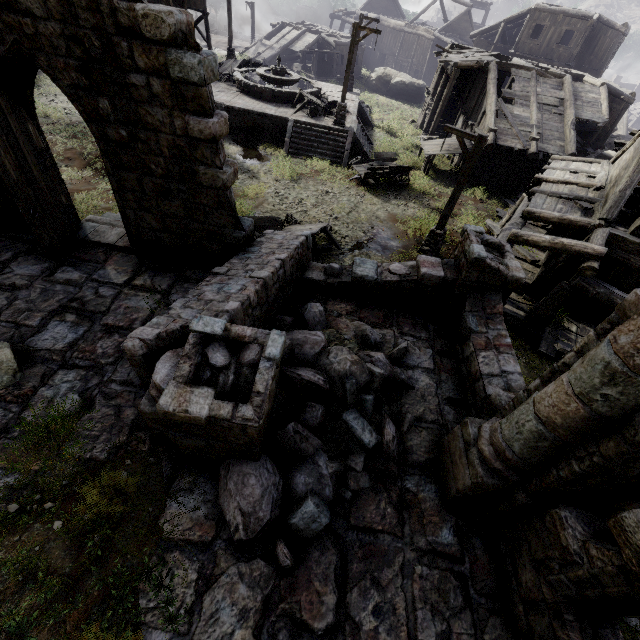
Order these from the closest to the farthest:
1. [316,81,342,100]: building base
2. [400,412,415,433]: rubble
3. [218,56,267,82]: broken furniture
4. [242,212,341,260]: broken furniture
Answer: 1. [400,412,415,433]: rubble
2. [242,212,341,260]: broken furniture
3. [218,56,267,82]: broken furniture
4. [316,81,342,100]: building base

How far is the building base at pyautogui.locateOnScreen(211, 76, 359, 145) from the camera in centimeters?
1938cm

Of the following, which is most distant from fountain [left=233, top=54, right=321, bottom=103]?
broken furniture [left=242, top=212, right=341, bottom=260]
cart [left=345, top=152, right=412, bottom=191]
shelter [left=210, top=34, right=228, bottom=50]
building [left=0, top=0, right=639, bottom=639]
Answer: shelter [left=210, top=34, right=228, bottom=50]

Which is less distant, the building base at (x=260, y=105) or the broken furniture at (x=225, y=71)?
the building base at (x=260, y=105)

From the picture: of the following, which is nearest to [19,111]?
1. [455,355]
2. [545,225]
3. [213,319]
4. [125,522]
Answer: [213,319]

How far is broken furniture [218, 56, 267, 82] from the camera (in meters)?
22.78

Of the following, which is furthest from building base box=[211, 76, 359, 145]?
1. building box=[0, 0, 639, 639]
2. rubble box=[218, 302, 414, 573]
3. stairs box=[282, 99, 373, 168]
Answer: rubble box=[218, 302, 414, 573]

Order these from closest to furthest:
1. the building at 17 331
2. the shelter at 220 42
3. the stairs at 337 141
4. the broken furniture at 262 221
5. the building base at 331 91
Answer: the building at 17 331
the broken furniture at 262 221
the stairs at 337 141
the building base at 331 91
the shelter at 220 42
